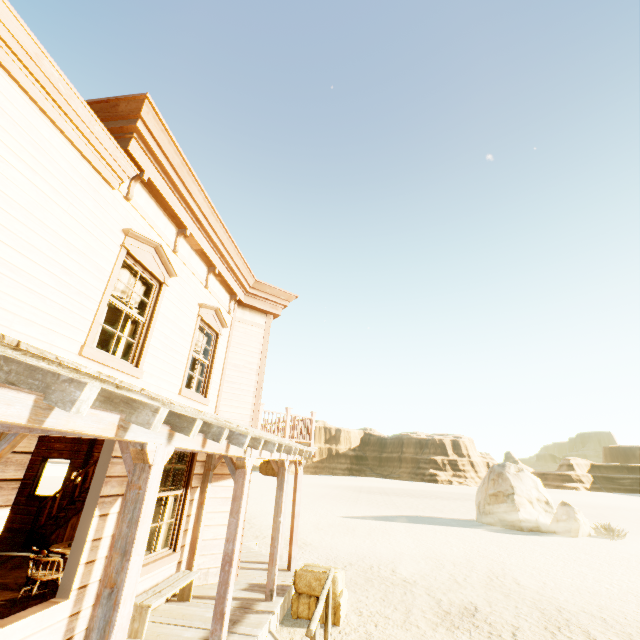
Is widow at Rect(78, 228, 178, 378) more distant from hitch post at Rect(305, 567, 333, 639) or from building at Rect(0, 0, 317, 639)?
hitch post at Rect(305, 567, 333, 639)

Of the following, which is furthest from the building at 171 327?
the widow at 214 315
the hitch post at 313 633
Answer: the hitch post at 313 633

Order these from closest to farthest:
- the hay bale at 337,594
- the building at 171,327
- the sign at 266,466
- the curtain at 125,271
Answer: the building at 171,327
the curtain at 125,271
the hay bale at 337,594
the sign at 266,466

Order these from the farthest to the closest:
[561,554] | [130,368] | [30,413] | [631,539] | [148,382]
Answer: [631,539], [561,554], [148,382], [130,368], [30,413]

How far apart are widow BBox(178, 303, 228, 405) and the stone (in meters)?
21.51

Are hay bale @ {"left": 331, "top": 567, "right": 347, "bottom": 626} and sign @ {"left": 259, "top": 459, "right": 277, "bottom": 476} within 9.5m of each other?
yes

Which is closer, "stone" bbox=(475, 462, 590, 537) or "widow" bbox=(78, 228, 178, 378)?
"widow" bbox=(78, 228, 178, 378)

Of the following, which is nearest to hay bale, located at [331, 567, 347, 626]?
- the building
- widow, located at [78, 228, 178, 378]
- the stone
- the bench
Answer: the building
